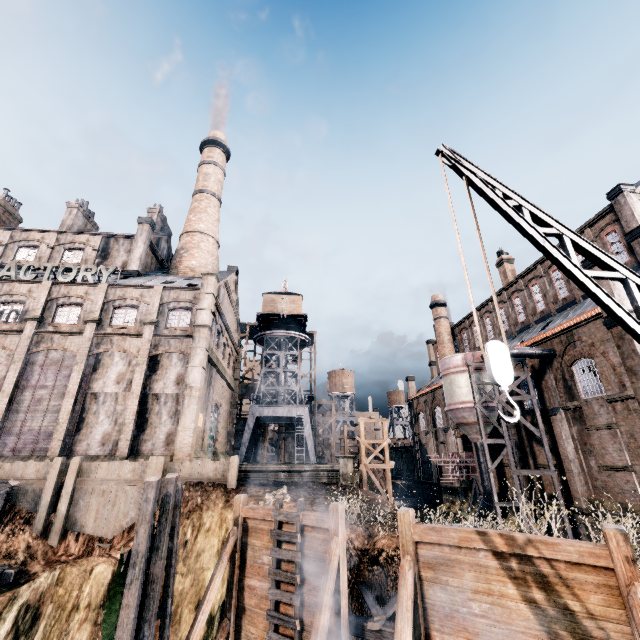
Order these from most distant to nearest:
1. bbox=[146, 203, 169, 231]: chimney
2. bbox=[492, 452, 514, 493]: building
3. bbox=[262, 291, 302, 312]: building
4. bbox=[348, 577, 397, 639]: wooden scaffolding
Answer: bbox=[262, 291, 302, 312]: building < bbox=[146, 203, 169, 231]: chimney < bbox=[492, 452, 514, 493]: building < bbox=[348, 577, 397, 639]: wooden scaffolding

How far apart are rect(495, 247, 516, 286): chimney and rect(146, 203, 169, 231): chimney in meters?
43.5 m

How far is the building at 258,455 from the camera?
47.2 meters

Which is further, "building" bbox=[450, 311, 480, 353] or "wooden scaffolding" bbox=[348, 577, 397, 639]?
"building" bbox=[450, 311, 480, 353]

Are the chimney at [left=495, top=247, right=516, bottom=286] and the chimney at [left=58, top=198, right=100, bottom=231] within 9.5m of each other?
no

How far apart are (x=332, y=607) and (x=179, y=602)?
9.8 meters

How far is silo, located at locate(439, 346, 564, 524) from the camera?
24.28m

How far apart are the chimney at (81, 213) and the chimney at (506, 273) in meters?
52.7 m
